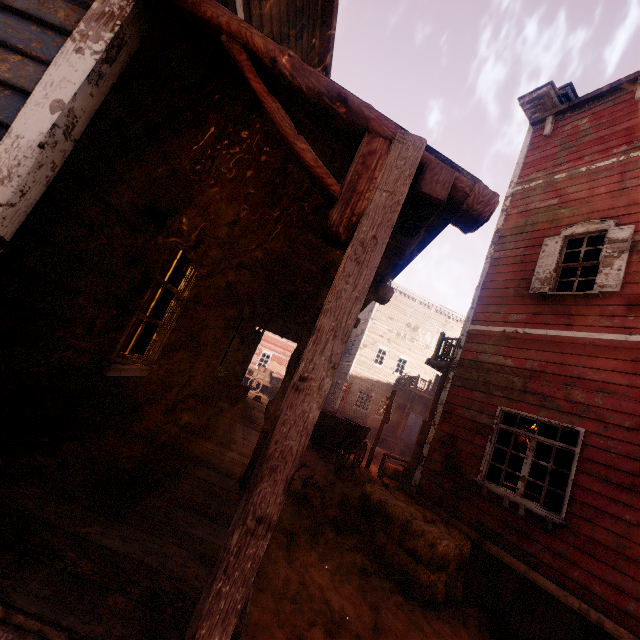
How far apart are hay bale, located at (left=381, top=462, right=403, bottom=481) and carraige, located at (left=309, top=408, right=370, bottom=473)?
1.4 meters

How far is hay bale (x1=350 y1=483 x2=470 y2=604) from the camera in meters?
4.9

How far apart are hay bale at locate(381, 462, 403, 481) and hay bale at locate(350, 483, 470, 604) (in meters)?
6.30

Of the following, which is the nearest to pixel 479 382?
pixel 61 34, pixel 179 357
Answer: pixel 179 357

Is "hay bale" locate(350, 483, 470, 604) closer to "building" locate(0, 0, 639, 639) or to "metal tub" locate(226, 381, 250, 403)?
"building" locate(0, 0, 639, 639)

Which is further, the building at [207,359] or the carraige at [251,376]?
the carraige at [251,376]

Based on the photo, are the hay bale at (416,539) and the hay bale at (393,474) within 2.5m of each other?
no

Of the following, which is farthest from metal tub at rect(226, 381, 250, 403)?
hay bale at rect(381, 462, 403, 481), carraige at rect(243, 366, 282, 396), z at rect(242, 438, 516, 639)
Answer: carraige at rect(243, 366, 282, 396)
